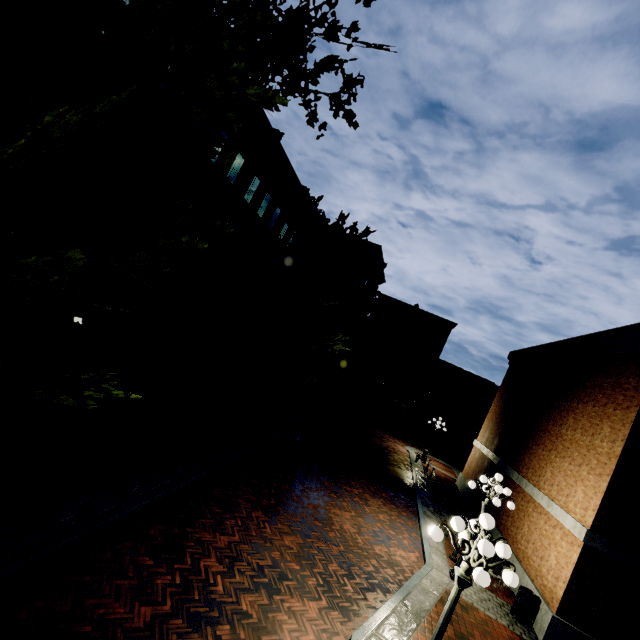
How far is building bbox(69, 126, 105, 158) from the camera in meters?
9.2

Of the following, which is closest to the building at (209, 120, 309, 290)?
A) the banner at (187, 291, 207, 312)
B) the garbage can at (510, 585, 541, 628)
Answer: the banner at (187, 291, 207, 312)

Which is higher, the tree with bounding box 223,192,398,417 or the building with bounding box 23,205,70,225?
the building with bounding box 23,205,70,225

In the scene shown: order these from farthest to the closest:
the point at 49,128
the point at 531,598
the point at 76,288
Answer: the point at 531,598 < the point at 76,288 < the point at 49,128

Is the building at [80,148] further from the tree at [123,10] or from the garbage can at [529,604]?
the garbage can at [529,604]

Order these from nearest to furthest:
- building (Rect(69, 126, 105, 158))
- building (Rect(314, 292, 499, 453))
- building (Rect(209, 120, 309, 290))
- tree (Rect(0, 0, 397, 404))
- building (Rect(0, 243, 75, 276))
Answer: tree (Rect(0, 0, 397, 404)) < building (Rect(0, 243, 75, 276)) < building (Rect(69, 126, 105, 158)) < building (Rect(209, 120, 309, 290)) < building (Rect(314, 292, 499, 453))

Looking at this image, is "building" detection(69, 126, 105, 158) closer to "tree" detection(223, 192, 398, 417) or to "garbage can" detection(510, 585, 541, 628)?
"tree" detection(223, 192, 398, 417)
